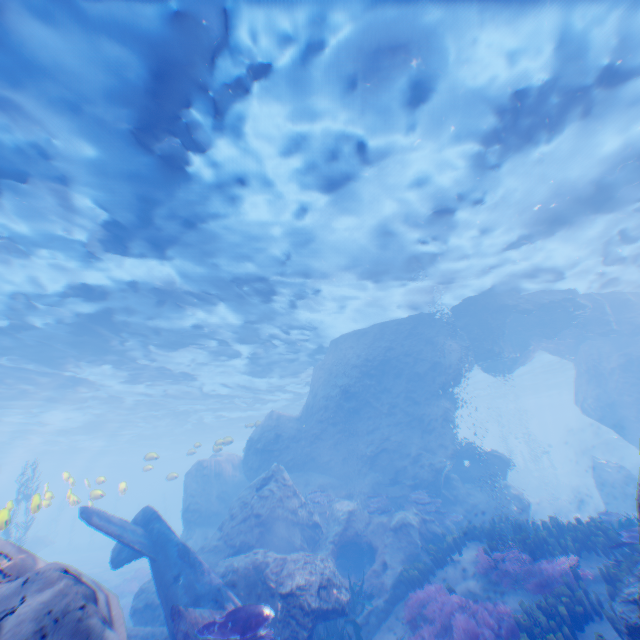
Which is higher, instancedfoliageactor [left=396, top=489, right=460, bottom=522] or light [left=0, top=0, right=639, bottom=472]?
light [left=0, top=0, right=639, bottom=472]

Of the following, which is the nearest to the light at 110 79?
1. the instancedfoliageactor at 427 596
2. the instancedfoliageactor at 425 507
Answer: the instancedfoliageactor at 427 596

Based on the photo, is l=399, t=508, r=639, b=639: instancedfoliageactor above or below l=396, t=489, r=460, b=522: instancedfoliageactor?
below

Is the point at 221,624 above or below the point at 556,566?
above

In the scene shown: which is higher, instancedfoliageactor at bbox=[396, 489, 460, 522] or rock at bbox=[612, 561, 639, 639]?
instancedfoliageactor at bbox=[396, 489, 460, 522]

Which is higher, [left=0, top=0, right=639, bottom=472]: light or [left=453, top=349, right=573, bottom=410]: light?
[left=453, top=349, right=573, bottom=410]: light

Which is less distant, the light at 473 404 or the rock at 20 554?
the rock at 20 554

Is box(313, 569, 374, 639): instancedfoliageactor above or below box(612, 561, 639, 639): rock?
below
